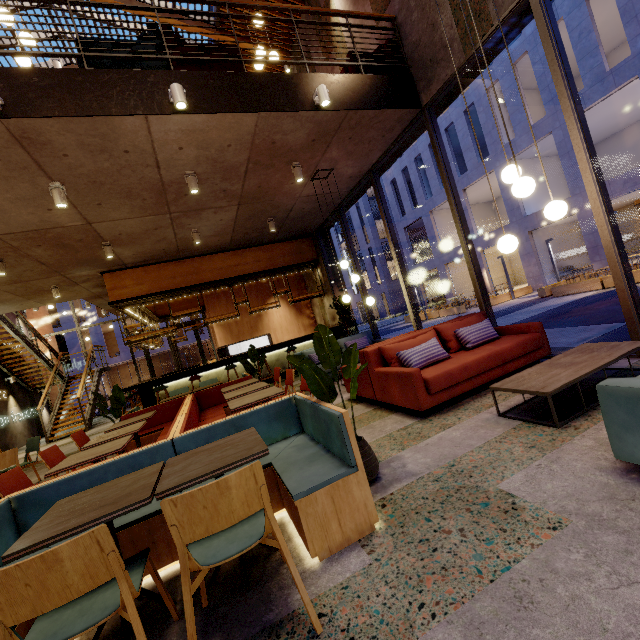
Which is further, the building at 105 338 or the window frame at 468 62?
the building at 105 338

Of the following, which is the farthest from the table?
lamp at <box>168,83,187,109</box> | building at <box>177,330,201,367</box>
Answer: building at <box>177,330,201,367</box>

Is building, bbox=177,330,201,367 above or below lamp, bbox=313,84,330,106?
below

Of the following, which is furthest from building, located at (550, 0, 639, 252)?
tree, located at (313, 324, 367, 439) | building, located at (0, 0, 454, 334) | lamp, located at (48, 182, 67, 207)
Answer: lamp, located at (48, 182, 67, 207)

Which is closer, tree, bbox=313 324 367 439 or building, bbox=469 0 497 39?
tree, bbox=313 324 367 439

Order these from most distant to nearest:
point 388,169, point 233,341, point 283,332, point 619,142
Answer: point 388,169, point 619,142, point 283,332, point 233,341

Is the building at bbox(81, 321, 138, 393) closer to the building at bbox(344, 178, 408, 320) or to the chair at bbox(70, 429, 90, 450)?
the building at bbox(344, 178, 408, 320)

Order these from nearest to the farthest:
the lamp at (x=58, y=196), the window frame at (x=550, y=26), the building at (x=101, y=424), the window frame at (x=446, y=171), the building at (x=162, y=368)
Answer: the window frame at (x=550, y=26) → the lamp at (x=58, y=196) → the window frame at (x=446, y=171) → the building at (x=101, y=424) → the building at (x=162, y=368)
